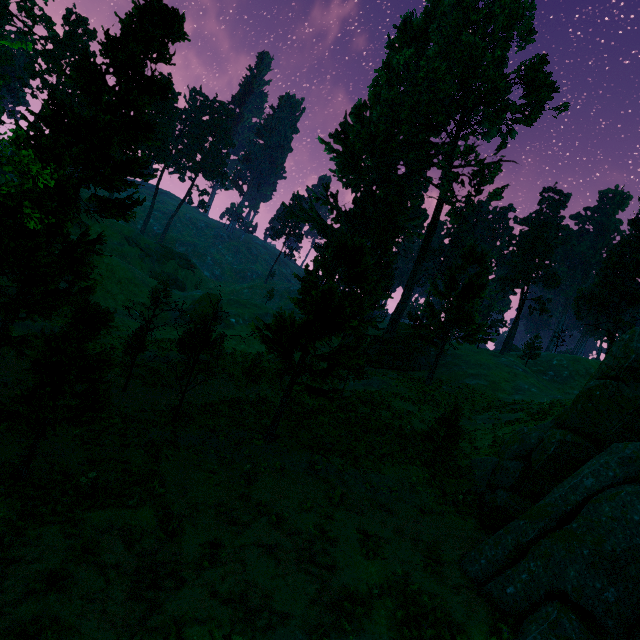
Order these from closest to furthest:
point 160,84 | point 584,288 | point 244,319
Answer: point 160,84 < point 584,288 < point 244,319

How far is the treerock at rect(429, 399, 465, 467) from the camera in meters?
16.2

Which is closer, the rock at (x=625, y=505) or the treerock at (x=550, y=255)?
the rock at (x=625, y=505)

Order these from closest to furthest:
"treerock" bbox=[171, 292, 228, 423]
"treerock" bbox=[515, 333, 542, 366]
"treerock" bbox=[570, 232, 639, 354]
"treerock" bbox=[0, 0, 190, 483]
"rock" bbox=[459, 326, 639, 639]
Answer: "rock" bbox=[459, 326, 639, 639] → "treerock" bbox=[0, 0, 190, 483] → "treerock" bbox=[171, 292, 228, 423] → "treerock" bbox=[570, 232, 639, 354] → "treerock" bbox=[515, 333, 542, 366]

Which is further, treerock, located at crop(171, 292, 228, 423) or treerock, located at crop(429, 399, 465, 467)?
treerock, located at crop(171, 292, 228, 423)
